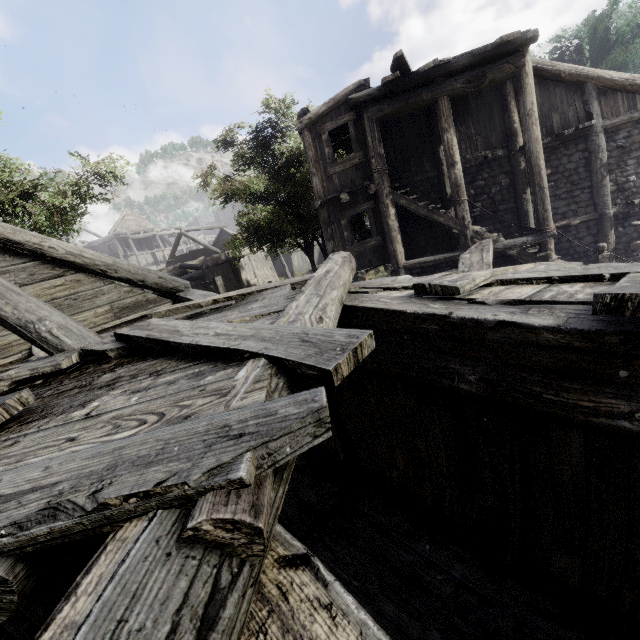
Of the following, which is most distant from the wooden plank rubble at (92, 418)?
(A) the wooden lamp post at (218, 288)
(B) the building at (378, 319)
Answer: (A) the wooden lamp post at (218, 288)

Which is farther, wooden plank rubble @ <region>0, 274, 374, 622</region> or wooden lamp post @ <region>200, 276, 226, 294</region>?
wooden lamp post @ <region>200, 276, 226, 294</region>

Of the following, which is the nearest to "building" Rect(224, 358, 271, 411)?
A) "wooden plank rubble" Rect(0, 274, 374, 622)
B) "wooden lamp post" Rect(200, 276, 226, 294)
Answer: "wooden plank rubble" Rect(0, 274, 374, 622)

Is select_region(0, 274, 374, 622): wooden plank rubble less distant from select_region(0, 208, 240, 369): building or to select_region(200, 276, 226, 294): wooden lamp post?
select_region(0, 208, 240, 369): building

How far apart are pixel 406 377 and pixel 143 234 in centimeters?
4708cm

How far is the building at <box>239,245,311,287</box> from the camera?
29.34m

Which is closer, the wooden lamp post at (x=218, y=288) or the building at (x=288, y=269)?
the wooden lamp post at (x=218, y=288)
